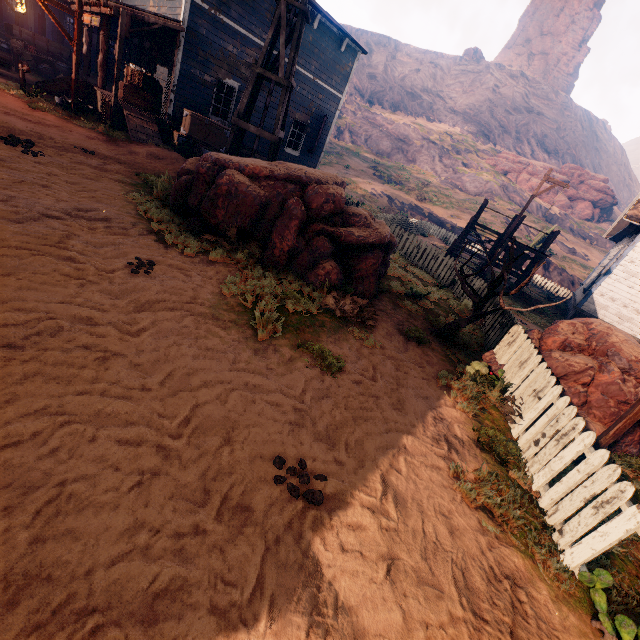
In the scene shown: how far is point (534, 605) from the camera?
2.68m

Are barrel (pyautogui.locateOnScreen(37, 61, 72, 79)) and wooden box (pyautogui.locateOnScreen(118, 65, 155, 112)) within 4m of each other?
no

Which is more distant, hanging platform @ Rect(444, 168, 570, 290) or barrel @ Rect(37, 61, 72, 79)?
barrel @ Rect(37, 61, 72, 79)

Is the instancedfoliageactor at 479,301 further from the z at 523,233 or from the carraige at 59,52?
the carraige at 59,52

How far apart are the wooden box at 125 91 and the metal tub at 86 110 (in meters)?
1.08

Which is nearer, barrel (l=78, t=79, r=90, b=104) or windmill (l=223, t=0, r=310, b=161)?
windmill (l=223, t=0, r=310, b=161)

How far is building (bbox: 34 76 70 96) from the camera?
12.99m

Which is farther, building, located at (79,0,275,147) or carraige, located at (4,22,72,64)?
carraige, located at (4,22,72,64)
